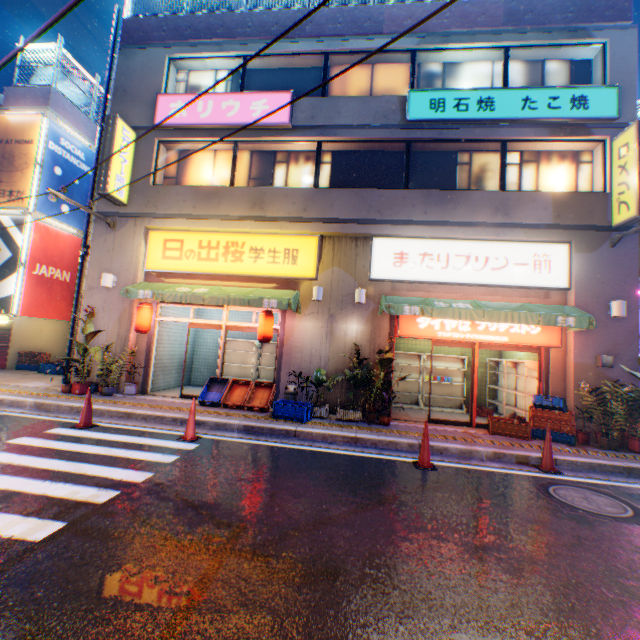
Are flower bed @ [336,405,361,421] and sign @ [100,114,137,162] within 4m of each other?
no

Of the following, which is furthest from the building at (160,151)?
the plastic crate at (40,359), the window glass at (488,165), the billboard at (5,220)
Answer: the billboard at (5,220)

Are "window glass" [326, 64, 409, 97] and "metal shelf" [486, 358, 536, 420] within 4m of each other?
no

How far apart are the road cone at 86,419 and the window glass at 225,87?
9.72m

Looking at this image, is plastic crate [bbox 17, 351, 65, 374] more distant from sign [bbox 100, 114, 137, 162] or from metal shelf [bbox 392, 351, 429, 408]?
metal shelf [bbox 392, 351, 429, 408]

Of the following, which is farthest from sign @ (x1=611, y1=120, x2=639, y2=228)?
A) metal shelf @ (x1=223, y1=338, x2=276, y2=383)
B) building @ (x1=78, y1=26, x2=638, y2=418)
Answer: metal shelf @ (x1=223, y1=338, x2=276, y2=383)

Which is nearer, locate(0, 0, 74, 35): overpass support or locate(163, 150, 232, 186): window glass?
locate(163, 150, 232, 186): window glass

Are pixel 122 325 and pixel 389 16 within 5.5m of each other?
no
